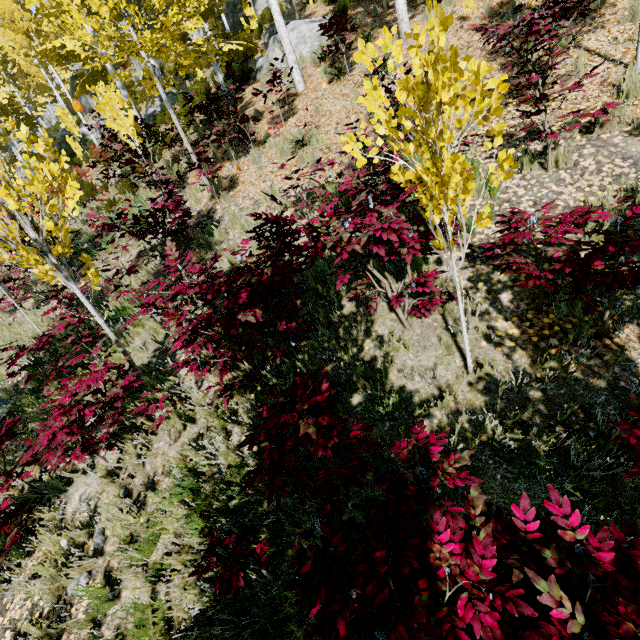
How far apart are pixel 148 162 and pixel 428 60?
8.93m

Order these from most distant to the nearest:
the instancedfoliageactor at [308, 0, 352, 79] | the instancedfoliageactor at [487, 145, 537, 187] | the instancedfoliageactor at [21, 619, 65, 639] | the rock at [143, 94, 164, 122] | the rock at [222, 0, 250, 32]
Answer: the rock at [222, 0, 250, 32], the rock at [143, 94, 164, 122], the instancedfoliageactor at [308, 0, 352, 79], the instancedfoliageactor at [21, 619, 65, 639], the instancedfoliageactor at [487, 145, 537, 187]

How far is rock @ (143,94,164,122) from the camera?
17.3 meters

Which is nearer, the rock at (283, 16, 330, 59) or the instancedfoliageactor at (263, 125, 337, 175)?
the instancedfoliageactor at (263, 125, 337, 175)

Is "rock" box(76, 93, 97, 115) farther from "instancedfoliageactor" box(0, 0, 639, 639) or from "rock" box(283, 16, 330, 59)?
"rock" box(283, 16, 330, 59)

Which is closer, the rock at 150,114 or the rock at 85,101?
the rock at 150,114

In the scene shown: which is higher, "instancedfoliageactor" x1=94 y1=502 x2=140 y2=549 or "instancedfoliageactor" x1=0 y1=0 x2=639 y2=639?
"instancedfoliageactor" x1=0 y1=0 x2=639 y2=639

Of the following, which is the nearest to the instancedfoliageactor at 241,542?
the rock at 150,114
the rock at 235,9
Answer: the rock at 235,9
